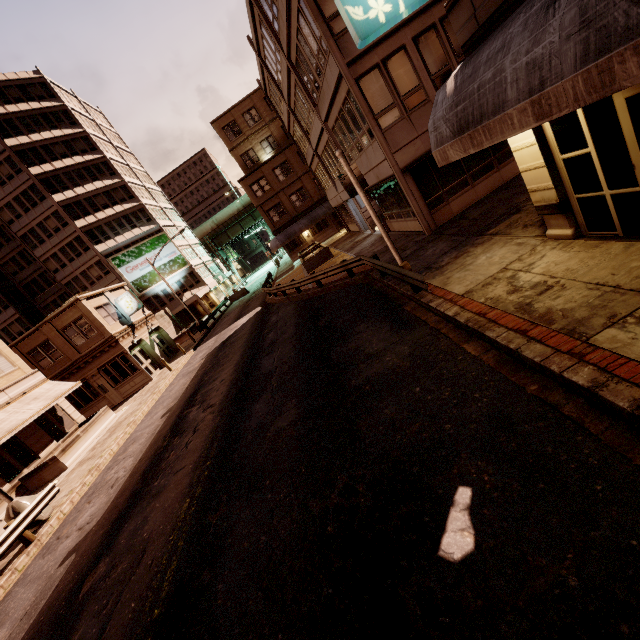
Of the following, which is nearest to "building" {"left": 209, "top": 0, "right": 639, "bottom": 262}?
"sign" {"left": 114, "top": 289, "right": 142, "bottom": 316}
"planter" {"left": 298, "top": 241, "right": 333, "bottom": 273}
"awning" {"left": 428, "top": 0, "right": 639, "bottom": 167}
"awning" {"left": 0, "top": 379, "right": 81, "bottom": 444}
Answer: "awning" {"left": 428, "top": 0, "right": 639, "bottom": 167}

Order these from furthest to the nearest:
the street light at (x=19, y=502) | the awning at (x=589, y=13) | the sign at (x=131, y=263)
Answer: the sign at (x=131, y=263), the street light at (x=19, y=502), the awning at (x=589, y=13)

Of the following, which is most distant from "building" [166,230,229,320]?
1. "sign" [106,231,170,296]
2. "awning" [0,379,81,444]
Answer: "awning" [0,379,81,444]

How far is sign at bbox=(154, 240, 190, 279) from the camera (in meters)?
47.19

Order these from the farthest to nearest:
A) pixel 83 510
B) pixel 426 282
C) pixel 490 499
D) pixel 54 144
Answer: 1. pixel 54 144
2. pixel 83 510
3. pixel 426 282
4. pixel 490 499

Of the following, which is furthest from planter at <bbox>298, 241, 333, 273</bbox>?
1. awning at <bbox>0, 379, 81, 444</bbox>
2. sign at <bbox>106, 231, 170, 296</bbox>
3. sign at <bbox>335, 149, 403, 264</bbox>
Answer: sign at <bbox>106, 231, 170, 296</bbox>

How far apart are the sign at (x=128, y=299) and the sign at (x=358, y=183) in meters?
24.1 m

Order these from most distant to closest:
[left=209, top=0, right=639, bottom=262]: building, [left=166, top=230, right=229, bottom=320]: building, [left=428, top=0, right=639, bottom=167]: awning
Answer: [left=166, top=230, right=229, bottom=320]: building < [left=209, top=0, right=639, bottom=262]: building < [left=428, top=0, right=639, bottom=167]: awning
